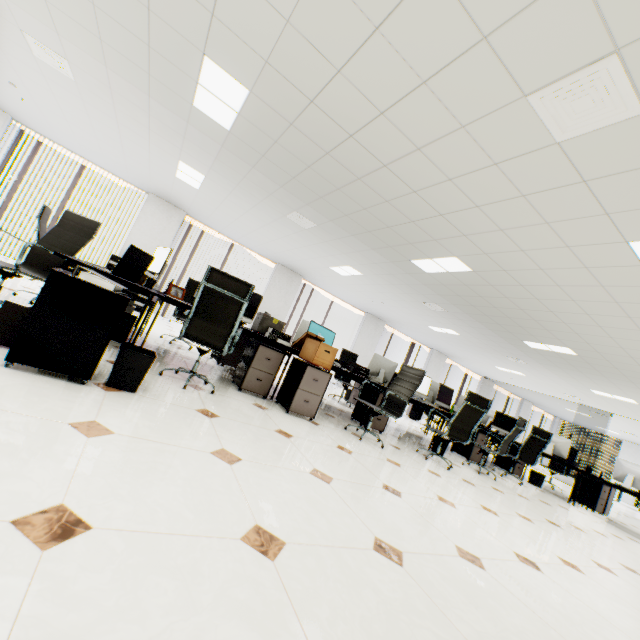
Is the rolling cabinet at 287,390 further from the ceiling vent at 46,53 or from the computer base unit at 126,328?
the ceiling vent at 46,53

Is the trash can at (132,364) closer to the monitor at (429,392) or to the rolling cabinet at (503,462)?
the monitor at (429,392)

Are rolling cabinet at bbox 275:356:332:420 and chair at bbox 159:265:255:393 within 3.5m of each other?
yes

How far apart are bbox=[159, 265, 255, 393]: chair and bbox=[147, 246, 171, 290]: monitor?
0.7m

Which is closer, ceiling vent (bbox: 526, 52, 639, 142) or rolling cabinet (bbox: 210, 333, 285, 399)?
ceiling vent (bbox: 526, 52, 639, 142)

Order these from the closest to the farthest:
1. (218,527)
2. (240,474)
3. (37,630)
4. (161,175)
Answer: (37,630)
(218,527)
(240,474)
(161,175)

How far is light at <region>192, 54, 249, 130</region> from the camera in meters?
3.2

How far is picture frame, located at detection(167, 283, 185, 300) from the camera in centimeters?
411cm
